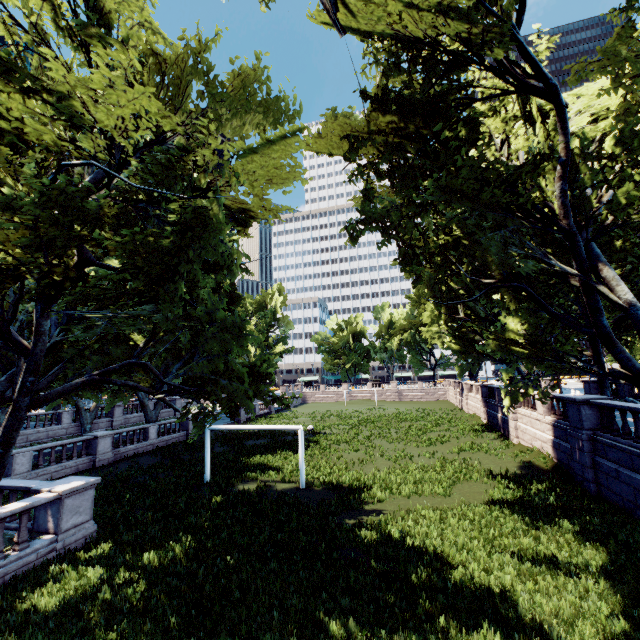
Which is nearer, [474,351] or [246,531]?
[246,531]
